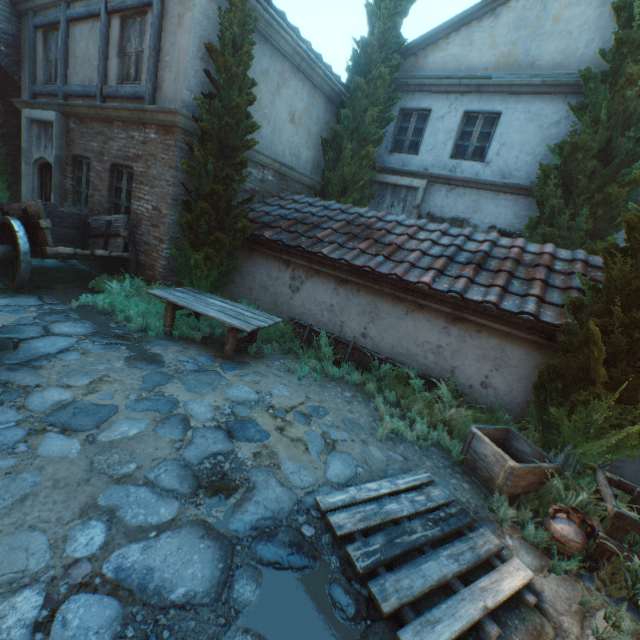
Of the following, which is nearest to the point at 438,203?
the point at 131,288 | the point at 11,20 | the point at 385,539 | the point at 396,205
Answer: the point at 396,205

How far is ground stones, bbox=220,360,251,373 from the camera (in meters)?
5.21

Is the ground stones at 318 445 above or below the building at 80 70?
below

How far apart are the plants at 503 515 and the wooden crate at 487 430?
0.0m

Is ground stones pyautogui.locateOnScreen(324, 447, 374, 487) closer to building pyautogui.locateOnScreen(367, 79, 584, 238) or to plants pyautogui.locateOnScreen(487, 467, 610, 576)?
plants pyautogui.locateOnScreen(487, 467, 610, 576)

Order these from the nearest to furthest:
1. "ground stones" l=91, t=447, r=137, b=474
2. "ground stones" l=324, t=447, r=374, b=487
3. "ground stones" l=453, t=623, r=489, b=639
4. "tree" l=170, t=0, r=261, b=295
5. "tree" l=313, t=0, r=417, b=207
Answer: "ground stones" l=453, t=623, r=489, b=639 < "ground stones" l=91, t=447, r=137, b=474 < "ground stones" l=324, t=447, r=374, b=487 < "tree" l=170, t=0, r=261, b=295 < "tree" l=313, t=0, r=417, b=207

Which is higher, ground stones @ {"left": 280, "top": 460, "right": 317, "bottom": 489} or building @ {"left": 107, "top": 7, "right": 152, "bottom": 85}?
building @ {"left": 107, "top": 7, "right": 152, "bottom": 85}
